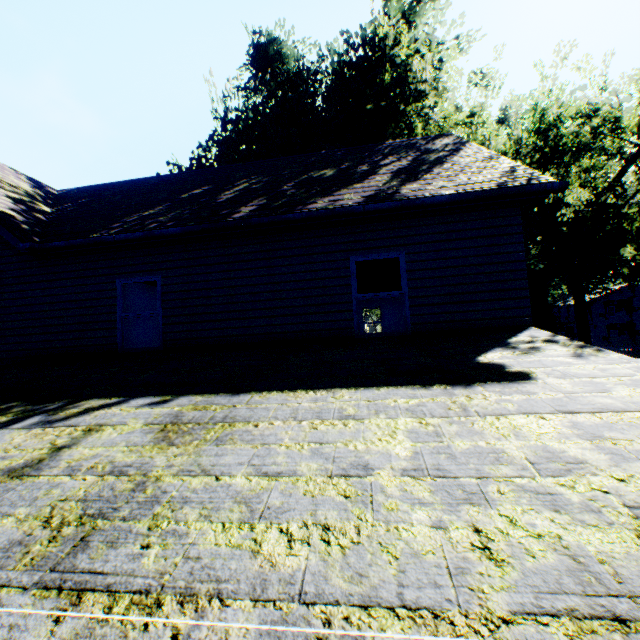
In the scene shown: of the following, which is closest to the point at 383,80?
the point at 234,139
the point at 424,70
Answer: the point at 424,70

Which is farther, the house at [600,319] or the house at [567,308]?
the house at [567,308]

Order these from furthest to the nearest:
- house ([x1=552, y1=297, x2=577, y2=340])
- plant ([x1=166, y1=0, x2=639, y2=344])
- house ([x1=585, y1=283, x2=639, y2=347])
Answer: house ([x1=552, y1=297, x2=577, y2=340])
house ([x1=585, y1=283, x2=639, y2=347])
plant ([x1=166, y1=0, x2=639, y2=344])

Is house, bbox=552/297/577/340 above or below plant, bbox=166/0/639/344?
below

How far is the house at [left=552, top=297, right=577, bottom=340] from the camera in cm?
5184

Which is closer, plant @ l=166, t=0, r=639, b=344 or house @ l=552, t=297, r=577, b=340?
plant @ l=166, t=0, r=639, b=344

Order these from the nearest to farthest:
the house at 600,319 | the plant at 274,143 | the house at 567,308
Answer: the plant at 274,143
the house at 600,319
the house at 567,308
